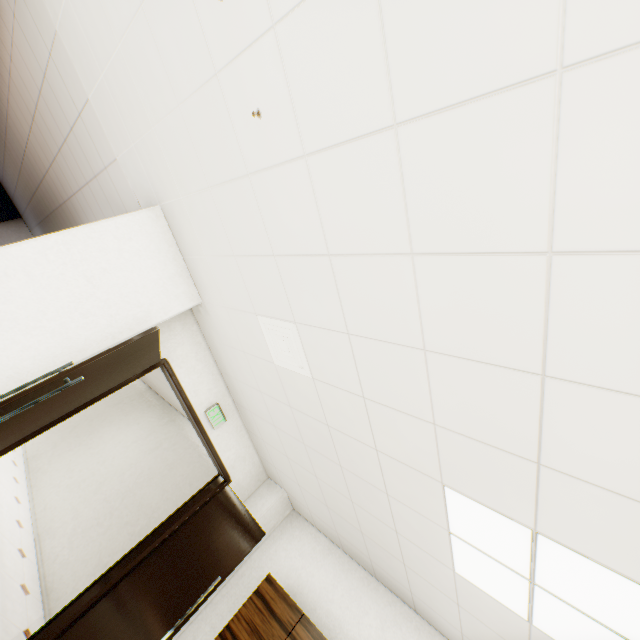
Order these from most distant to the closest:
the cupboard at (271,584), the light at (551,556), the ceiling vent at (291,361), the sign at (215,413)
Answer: the sign at (215,413) → the cupboard at (271,584) → the ceiling vent at (291,361) → the light at (551,556)

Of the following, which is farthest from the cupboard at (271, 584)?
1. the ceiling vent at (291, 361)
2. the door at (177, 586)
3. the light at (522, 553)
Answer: the ceiling vent at (291, 361)

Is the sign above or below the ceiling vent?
below

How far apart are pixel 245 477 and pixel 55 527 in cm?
391

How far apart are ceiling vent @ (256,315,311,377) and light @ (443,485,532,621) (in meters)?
1.23

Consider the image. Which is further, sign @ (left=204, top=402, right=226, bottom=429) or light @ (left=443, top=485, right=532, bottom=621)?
sign @ (left=204, top=402, right=226, bottom=429)

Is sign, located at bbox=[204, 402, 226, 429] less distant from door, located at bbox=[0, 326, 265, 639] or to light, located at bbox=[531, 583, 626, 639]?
door, located at bbox=[0, 326, 265, 639]

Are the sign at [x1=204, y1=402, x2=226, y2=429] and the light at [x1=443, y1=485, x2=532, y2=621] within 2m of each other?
no
